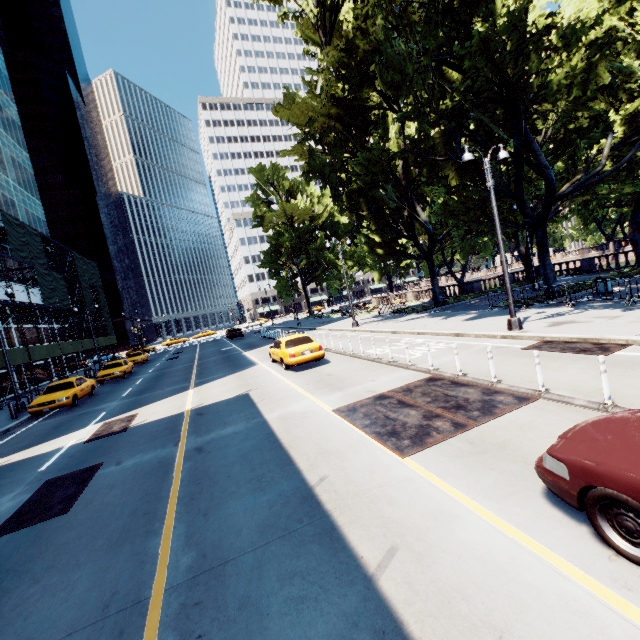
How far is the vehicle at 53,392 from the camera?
16.42m

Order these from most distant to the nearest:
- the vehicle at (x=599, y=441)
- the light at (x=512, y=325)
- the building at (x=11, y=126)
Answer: the building at (x=11, y=126)
the light at (x=512, y=325)
the vehicle at (x=599, y=441)

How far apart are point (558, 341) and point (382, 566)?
10.2m

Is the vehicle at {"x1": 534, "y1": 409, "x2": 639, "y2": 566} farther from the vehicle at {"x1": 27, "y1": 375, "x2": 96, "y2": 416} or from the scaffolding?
the scaffolding

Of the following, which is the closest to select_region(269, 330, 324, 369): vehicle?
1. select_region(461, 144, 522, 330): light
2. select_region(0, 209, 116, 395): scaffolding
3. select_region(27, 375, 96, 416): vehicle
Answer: select_region(461, 144, 522, 330): light

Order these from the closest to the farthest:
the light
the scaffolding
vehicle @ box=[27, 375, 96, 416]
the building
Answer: the light < vehicle @ box=[27, 375, 96, 416] < the scaffolding < the building

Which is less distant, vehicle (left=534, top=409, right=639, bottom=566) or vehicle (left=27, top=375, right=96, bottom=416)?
vehicle (left=534, top=409, right=639, bottom=566)

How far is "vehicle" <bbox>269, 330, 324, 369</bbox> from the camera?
14.4 meters
